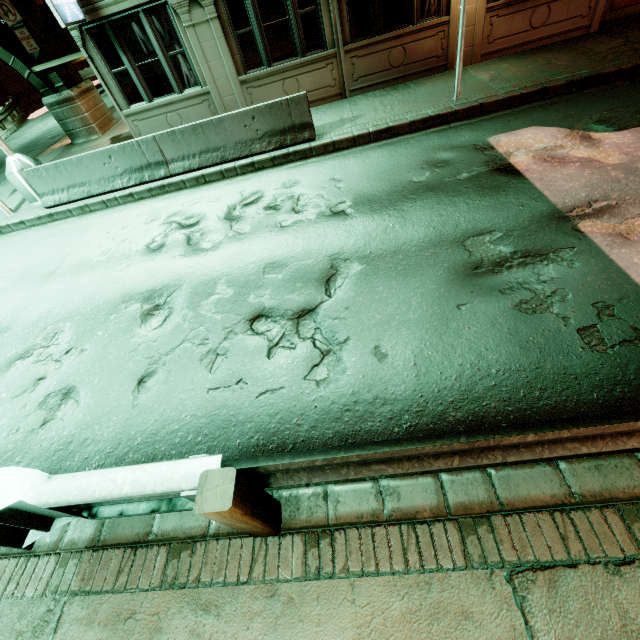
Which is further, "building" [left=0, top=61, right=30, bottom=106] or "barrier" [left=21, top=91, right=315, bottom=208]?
"building" [left=0, top=61, right=30, bottom=106]

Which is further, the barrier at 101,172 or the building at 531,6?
the building at 531,6

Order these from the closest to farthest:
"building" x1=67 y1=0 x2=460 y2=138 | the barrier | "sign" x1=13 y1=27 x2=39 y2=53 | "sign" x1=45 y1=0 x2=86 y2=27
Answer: "sign" x1=45 y1=0 x2=86 y2=27 → the barrier → "building" x1=67 y1=0 x2=460 y2=138 → "sign" x1=13 y1=27 x2=39 y2=53

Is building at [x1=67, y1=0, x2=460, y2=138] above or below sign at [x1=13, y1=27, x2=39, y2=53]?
below

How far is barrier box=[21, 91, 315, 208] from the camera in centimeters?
795cm

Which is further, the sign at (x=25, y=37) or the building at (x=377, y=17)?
the sign at (x=25, y=37)

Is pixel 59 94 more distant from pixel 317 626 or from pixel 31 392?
pixel 317 626

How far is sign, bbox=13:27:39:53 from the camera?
11.7m
